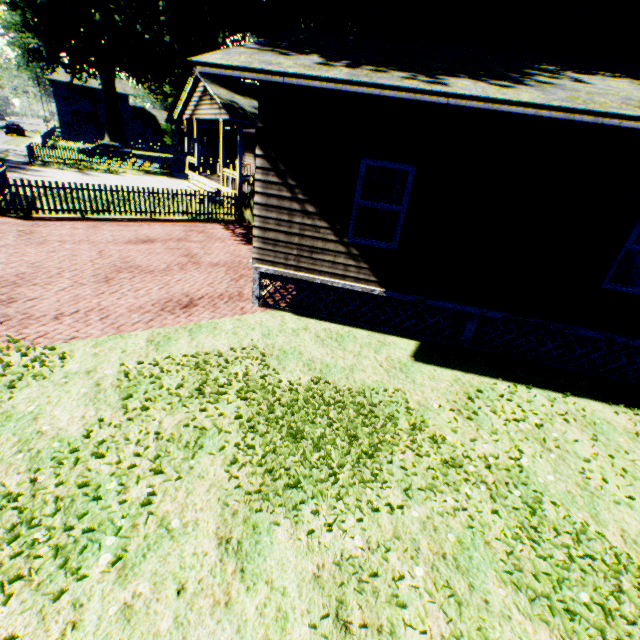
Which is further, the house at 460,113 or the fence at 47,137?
the fence at 47,137

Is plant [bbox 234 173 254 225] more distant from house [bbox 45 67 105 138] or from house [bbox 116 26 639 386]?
house [bbox 45 67 105 138]

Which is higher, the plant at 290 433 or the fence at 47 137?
the fence at 47 137

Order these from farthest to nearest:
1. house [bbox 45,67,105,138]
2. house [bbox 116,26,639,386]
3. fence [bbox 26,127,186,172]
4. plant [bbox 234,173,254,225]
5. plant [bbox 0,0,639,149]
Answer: house [bbox 45,67,105,138] < fence [bbox 26,127,186,172] < plant [bbox 234,173,254,225] < plant [bbox 0,0,639,149] < house [bbox 116,26,639,386]

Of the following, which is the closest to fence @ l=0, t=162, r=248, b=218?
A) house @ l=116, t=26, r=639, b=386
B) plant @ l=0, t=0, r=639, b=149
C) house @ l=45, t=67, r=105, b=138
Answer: plant @ l=0, t=0, r=639, b=149

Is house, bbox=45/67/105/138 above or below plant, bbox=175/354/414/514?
above

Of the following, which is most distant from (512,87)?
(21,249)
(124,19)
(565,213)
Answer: (124,19)

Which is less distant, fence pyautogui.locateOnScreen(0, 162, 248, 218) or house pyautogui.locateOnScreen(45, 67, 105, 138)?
fence pyautogui.locateOnScreen(0, 162, 248, 218)
